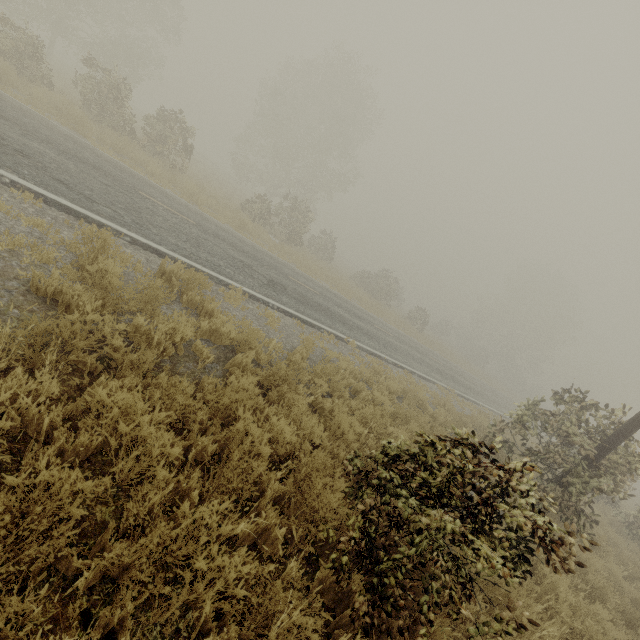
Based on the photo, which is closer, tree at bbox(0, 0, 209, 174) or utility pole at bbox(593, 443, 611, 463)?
utility pole at bbox(593, 443, 611, 463)

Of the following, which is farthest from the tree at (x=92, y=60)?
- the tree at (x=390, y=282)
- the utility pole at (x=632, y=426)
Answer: the tree at (x=390, y=282)

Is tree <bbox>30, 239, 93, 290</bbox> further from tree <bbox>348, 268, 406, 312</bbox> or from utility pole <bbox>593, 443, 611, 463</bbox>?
tree <bbox>348, 268, 406, 312</bbox>

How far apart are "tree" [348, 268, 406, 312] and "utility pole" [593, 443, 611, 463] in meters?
26.4

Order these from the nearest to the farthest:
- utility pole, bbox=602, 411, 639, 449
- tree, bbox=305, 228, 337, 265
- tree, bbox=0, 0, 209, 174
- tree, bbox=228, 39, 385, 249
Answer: utility pole, bbox=602, 411, 639, 449, tree, bbox=0, 0, 209, 174, tree, bbox=228, 39, 385, 249, tree, bbox=305, 228, 337, 265

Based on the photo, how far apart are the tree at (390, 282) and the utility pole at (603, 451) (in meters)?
26.43

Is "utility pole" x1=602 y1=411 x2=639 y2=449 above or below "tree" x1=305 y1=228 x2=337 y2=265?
above

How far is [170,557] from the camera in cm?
210
